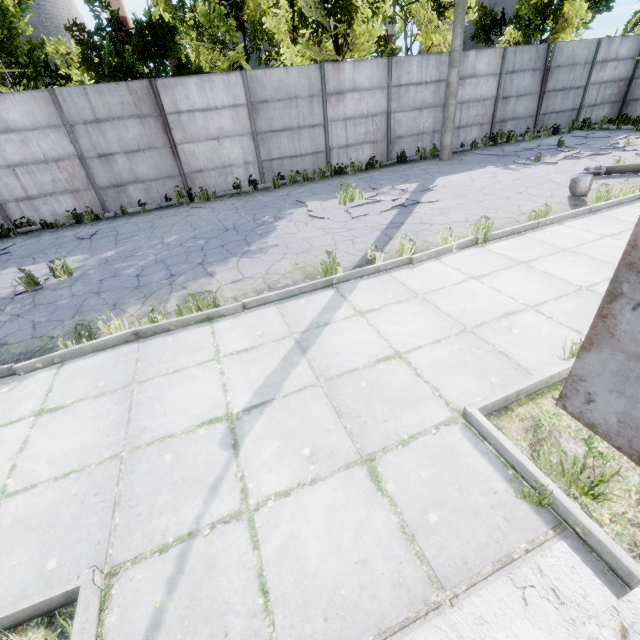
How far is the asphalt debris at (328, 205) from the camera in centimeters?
855cm

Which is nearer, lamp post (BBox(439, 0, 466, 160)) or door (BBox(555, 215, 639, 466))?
door (BBox(555, 215, 639, 466))

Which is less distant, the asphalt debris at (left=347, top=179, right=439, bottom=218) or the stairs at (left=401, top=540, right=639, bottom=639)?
the stairs at (left=401, top=540, right=639, bottom=639)

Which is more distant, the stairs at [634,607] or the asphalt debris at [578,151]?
the asphalt debris at [578,151]

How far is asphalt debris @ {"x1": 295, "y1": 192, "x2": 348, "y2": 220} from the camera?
8.5m

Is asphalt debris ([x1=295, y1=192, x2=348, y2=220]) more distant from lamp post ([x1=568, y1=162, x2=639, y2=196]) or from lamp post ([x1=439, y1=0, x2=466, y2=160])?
lamp post ([x1=439, y1=0, x2=466, y2=160])

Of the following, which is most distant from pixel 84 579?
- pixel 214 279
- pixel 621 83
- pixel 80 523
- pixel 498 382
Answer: pixel 621 83

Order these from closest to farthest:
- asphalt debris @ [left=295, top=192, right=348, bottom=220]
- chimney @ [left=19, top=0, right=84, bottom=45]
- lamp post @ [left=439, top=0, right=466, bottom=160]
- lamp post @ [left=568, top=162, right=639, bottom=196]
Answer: lamp post @ [left=568, top=162, right=639, bottom=196]
asphalt debris @ [left=295, top=192, right=348, bottom=220]
lamp post @ [left=439, top=0, right=466, bottom=160]
chimney @ [left=19, top=0, right=84, bottom=45]
